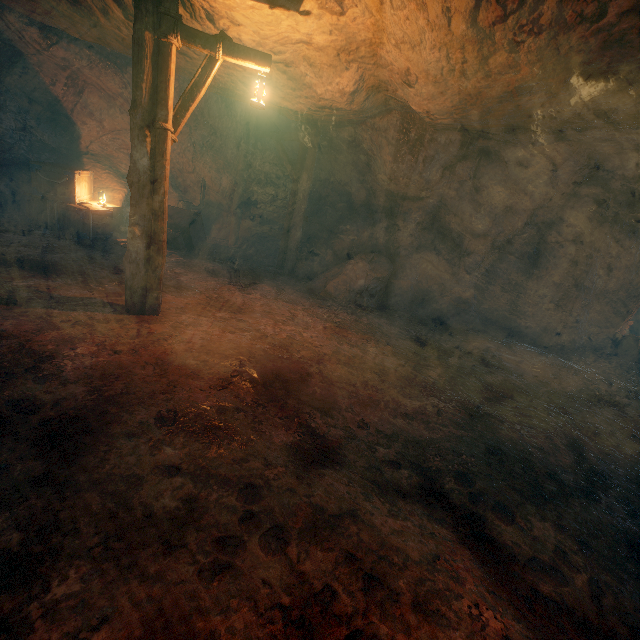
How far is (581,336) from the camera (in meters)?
10.30

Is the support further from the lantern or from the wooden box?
the lantern

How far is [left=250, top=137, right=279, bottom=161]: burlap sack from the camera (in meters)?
11.83

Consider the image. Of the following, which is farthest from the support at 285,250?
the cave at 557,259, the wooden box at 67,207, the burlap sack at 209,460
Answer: the cave at 557,259

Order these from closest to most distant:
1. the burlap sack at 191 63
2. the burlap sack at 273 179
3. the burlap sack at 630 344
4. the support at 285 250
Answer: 1. the burlap sack at 191 63
2. the support at 285 250
3. the burlap sack at 630 344
4. the burlap sack at 273 179

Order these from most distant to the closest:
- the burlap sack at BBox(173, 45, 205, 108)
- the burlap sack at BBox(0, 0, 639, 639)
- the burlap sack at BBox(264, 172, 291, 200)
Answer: the burlap sack at BBox(264, 172, 291, 200) → the burlap sack at BBox(173, 45, 205, 108) → the burlap sack at BBox(0, 0, 639, 639)

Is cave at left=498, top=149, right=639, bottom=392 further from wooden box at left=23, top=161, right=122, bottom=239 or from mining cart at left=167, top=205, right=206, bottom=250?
wooden box at left=23, top=161, right=122, bottom=239

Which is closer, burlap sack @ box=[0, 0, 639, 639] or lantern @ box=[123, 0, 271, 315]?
burlap sack @ box=[0, 0, 639, 639]
